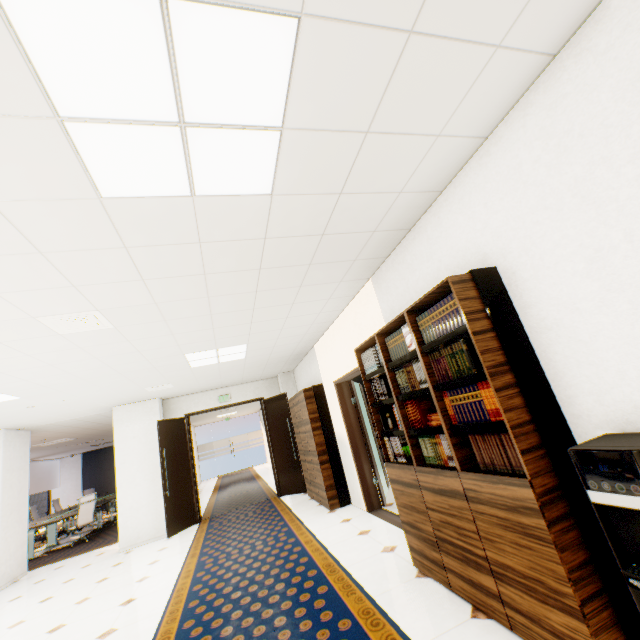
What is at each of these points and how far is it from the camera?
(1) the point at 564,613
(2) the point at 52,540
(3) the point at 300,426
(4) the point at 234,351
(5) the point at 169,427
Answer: (1) book, 1.6m
(2) table, 9.3m
(3) cupboard, 7.0m
(4) light, 5.6m
(5) door, 7.7m

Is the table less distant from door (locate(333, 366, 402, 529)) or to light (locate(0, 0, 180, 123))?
door (locate(333, 366, 402, 529))

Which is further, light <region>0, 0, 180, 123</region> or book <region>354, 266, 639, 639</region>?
book <region>354, 266, 639, 639</region>

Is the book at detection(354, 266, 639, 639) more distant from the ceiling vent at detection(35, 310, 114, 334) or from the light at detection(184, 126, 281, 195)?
the ceiling vent at detection(35, 310, 114, 334)

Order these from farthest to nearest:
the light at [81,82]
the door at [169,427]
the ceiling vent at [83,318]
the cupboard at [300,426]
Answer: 1. the door at [169,427]
2. the cupboard at [300,426]
3. the ceiling vent at [83,318]
4. the light at [81,82]

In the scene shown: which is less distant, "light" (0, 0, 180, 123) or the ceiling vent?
"light" (0, 0, 180, 123)

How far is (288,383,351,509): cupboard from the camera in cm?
584

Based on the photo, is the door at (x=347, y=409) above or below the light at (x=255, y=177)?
below
